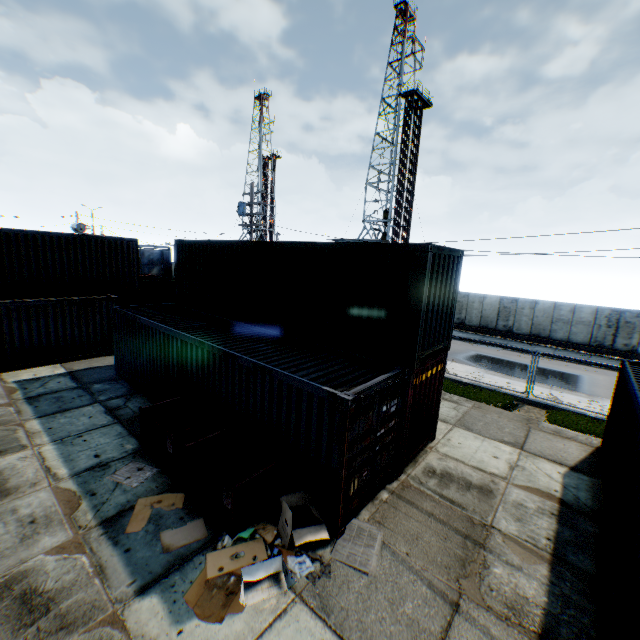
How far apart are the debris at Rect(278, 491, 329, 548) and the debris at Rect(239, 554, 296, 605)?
0.31m

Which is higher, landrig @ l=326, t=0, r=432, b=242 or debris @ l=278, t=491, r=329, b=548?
landrig @ l=326, t=0, r=432, b=242

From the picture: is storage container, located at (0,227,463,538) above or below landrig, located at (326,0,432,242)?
below

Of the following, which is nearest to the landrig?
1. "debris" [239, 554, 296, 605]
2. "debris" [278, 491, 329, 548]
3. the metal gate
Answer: the metal gate

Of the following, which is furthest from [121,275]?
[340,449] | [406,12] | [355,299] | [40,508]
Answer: [406,12]

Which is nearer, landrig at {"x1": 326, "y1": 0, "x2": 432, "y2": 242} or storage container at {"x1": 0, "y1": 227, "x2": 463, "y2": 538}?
storage container at {"x1": 0, "y1": 227, "x2": 463, "y2": 538}

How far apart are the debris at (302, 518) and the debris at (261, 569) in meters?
0.3

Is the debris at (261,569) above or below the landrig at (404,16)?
→ below
